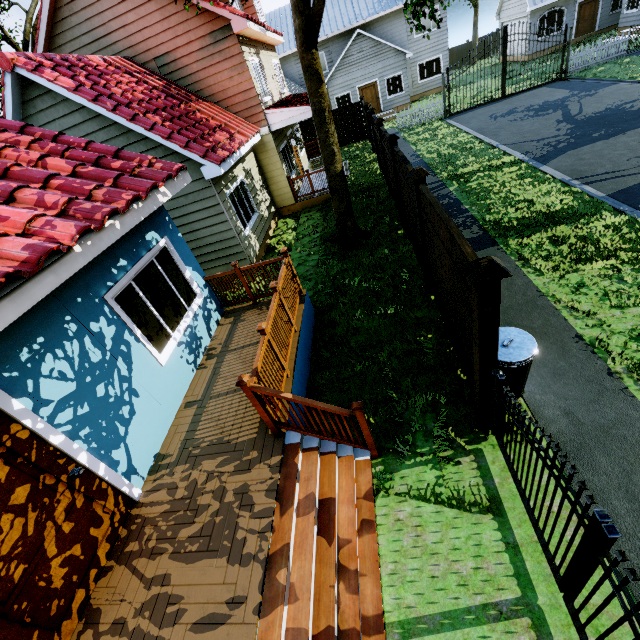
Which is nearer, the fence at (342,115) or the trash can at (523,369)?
the trash can at (523,369)

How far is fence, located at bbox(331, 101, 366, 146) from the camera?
20.4 meters

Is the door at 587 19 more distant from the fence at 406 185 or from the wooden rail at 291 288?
the wooden rail at 291 288

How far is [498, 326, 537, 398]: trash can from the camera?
4.07m

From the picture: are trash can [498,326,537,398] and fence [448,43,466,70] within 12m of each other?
no

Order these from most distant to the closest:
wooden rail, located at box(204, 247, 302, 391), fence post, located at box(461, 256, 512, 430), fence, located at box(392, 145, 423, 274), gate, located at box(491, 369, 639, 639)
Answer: fence, located at box(392, 145, 423, 274) < wooden rail, located at box(204, 247, 302, 391) < fence post, located at box(461, 256, 512, 430) < gate, located at box(491, 369, 639, 639)

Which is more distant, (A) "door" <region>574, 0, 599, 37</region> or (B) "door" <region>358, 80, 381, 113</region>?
(B) "door" <region>358, 80, 381, 113</region>

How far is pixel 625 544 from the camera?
3.2 meters
